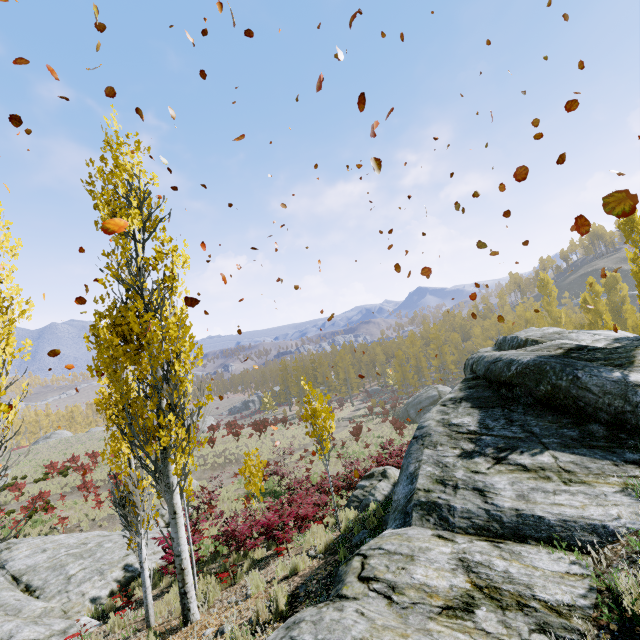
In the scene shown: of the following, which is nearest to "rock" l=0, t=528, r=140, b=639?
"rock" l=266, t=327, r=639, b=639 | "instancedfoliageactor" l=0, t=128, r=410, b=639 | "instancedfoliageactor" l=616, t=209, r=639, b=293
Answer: "instancedfoliageactor" l=0, t=128, r=410, b=639

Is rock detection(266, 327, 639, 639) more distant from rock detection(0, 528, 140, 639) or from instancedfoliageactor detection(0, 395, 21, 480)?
rock detection(0, 528, 140, 639)

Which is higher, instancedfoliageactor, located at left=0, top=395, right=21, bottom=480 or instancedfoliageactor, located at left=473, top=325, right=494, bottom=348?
instancedfoliageactor, located at left=0, top=395, right=21, bottom=480

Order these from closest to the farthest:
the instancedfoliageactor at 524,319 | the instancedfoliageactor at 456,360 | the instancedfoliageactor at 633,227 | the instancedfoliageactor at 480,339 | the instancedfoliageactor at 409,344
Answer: the instancedfoliageactor at 633,227 → the instancedfoliageactor at 524,319 → the instancedfoliageactor at 456,360 → the instancedfoliageactor at 409,344 → the instancedfoliageactor at 480,339

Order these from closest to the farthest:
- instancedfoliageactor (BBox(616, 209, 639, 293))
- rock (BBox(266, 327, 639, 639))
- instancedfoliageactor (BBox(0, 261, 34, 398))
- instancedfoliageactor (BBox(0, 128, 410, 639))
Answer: rock (BBox(266, 327, 639, 639)) → instancedfoliageactor (BBox(0, 261, 34, 398)) → instancedfoliageactor (BBox(0, 128, 410, 639)) → instancedfoliageactor (BBox(616, 209, 639, 293))

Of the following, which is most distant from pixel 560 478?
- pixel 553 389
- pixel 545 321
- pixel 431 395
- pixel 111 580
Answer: pixel 545 321

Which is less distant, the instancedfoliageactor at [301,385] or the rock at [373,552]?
the rock at [373,552]

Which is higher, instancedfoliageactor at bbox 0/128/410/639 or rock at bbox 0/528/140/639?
instancedfoliageactor at bbox 0/128/410/639
